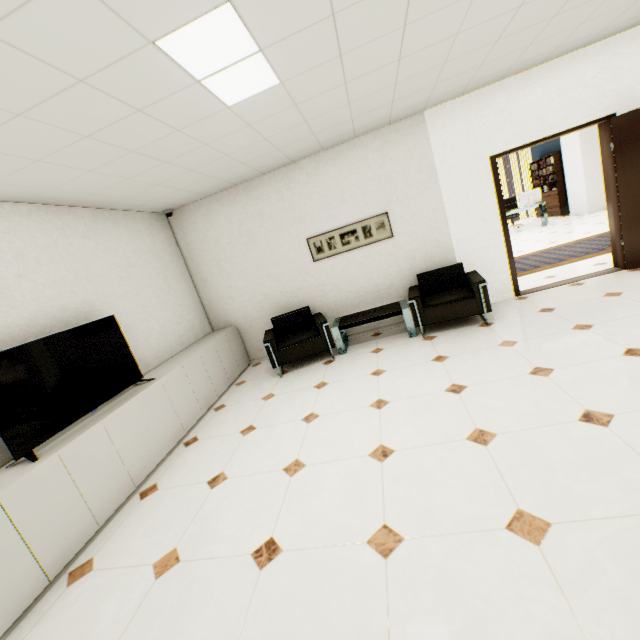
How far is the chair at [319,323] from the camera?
4.8 meters

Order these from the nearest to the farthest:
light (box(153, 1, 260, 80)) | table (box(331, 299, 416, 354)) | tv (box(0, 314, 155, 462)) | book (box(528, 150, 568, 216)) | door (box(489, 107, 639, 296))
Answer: light (box(153, 1, 260, 80))
tv (box(0, 314, 155, 462))
door (box(489, 107, 639, 296))
table (box(331, 299, 416, 354))
book (box(528, 150, 568, 216))

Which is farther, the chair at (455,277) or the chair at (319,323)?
the chair at (319,323)

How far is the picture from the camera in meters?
5.0

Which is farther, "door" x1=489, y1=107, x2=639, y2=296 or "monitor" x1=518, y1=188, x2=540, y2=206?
"monitor" x1=518, y1=188, x2=540, y2=206

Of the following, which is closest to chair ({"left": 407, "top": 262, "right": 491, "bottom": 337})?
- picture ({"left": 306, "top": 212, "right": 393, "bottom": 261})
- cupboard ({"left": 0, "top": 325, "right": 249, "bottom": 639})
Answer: picture ({"left": 306, "top": 212, "right": 393, "bottom": 261})

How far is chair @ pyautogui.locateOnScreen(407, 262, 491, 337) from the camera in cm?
425

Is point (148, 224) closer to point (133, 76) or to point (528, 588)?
point (133, 76)
